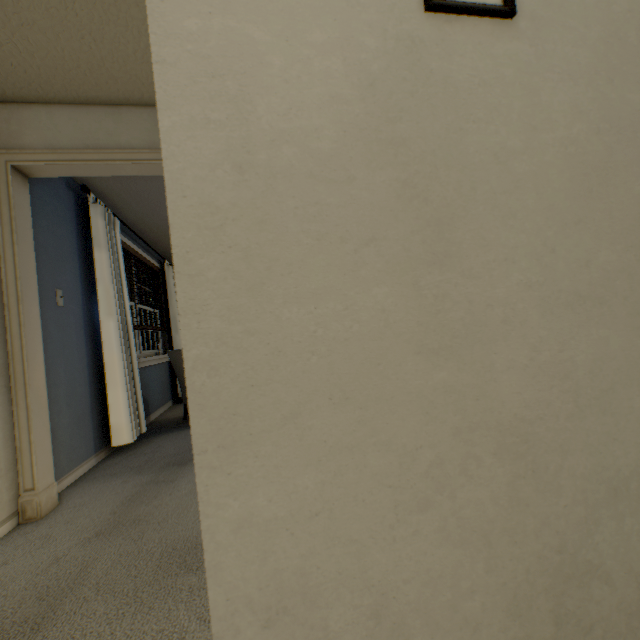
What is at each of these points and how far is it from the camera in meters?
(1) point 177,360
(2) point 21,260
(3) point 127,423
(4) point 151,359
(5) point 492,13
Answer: (1) chair, 3.8
(2) door frame, 1.9
(3) blinds, 2.9
(4) window, 4.3
(5) picture, 0.7

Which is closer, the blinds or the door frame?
the door frame

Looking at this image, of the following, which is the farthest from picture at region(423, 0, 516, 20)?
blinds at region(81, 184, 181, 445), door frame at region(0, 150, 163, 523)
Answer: blinds at region(81, 184, 181, 445)

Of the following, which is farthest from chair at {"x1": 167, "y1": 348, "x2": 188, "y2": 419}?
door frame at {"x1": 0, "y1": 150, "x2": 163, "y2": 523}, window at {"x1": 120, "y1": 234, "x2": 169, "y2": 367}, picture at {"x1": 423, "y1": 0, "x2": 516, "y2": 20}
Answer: picture at {"x1": 423, "y1": 0, "x2": 516, "y2": 20}

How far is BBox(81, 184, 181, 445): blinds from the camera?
2.8m

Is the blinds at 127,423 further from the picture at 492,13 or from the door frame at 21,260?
the picture at 492,13

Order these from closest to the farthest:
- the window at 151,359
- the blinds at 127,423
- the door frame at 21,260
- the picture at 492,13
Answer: the picture at 492,13
the door frame at 21,260
the blinds at 127,423
the window at 151,359

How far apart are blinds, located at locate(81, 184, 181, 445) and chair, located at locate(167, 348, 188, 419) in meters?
0.4
